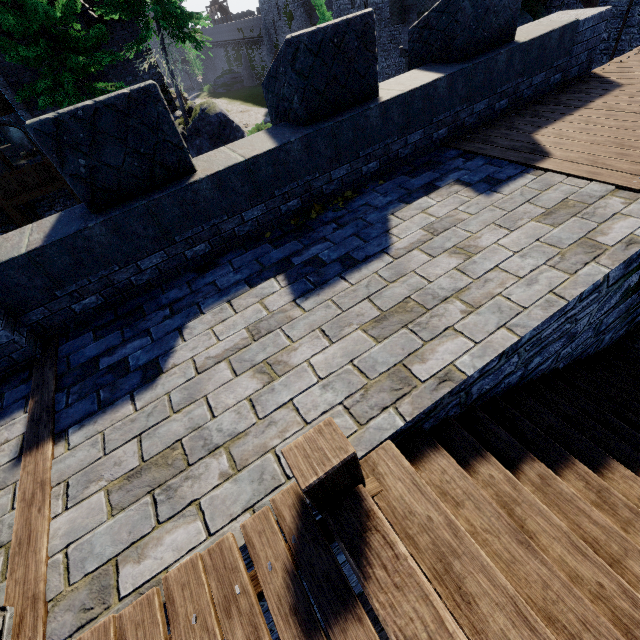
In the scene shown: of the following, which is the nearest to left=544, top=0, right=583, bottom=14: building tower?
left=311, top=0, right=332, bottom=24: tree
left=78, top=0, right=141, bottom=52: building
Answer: left=311, top=0, right=332, bottom=24: tree

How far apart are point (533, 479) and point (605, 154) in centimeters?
454cm

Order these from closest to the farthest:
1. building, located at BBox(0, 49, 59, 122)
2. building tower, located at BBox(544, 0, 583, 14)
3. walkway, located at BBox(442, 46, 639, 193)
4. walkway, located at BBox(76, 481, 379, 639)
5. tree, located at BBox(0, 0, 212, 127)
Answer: walkway, located at BBox(76, 481, 379, 639) < walkway, located at BBox(442, 46, 639, 193) < tree, located at BBox(0, 0, 212, 127) < building tower, located at BBox(544, 0, 583, 14) < building, located at BBox(0, 49, 59, 122)

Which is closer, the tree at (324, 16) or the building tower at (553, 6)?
the building tower at (553, 6)

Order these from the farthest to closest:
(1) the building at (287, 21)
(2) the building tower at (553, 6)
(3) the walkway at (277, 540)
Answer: (1) the building at (287, 21) → (2) the building tower at (553, 6) → (3) the walkway at (277, 540)

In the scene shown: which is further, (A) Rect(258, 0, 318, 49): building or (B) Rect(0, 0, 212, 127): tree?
(A) Rect(258, 0, 318, 49): building

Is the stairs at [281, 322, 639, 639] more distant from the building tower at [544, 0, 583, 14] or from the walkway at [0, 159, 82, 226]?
the walkway at [0, 159, 82, 226]

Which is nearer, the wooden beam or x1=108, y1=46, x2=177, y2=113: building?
the wooden beam
